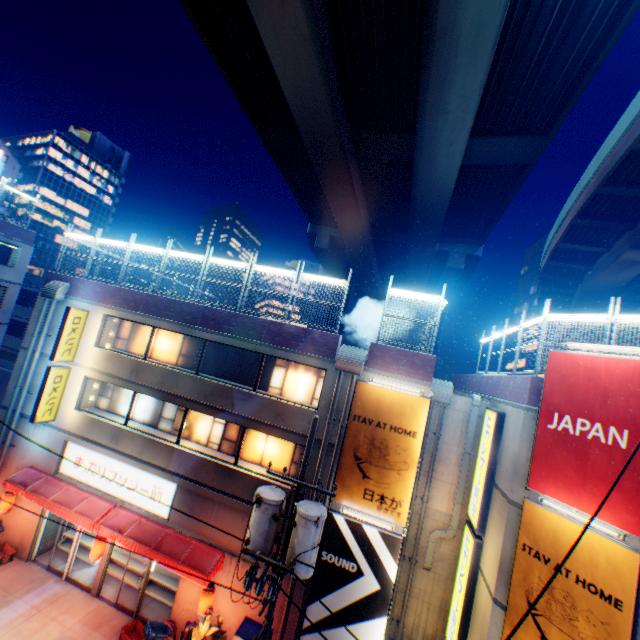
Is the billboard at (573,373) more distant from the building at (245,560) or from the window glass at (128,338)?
the window glass at (128,338)

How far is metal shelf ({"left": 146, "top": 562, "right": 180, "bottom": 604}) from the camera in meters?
13.9 m

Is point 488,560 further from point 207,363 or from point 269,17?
point 269,17

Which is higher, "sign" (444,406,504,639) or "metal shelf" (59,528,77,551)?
"sign" (444,406,504,639)

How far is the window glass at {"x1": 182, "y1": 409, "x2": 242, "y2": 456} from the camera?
13.9 meters

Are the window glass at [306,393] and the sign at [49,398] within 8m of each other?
no

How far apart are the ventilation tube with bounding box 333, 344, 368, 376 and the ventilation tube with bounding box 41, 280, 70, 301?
14.05m

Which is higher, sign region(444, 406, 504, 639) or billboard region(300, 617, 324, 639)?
sign region(444, 406, 504, 639)
